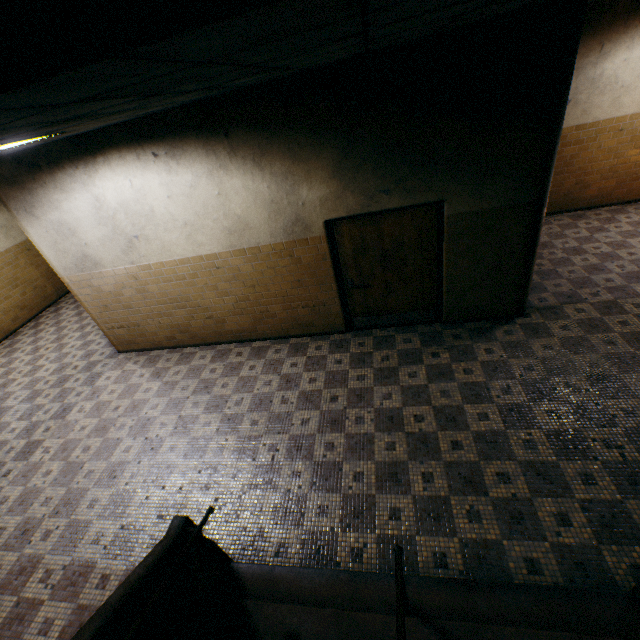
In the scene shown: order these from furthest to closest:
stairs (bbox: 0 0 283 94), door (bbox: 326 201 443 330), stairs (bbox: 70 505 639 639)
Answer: door (bbox: 326 201 443 330), stairs (bbox: 70 505 639 639), stairs (bbox: 0 0 283 94)

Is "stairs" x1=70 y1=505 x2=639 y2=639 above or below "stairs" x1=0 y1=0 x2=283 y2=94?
below

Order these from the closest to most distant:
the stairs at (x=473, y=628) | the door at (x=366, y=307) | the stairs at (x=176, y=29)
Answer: the stairs at (x=176, y=29), the stairs at (x=473, y=628), the door at (x=366, y=307)

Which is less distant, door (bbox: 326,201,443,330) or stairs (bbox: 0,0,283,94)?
stairs (bbox: 0,0,283,94)

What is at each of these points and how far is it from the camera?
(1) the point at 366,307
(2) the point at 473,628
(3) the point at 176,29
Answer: (1) door, 5.76m
(2) stairs, 2.40m
(3) stairs, 0.69m

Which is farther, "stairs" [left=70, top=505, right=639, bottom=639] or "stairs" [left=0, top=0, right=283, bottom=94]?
"stairs" [left=70, top=505, right=639, bottom=639]

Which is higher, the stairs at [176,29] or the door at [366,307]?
the stairs at [176,29]
